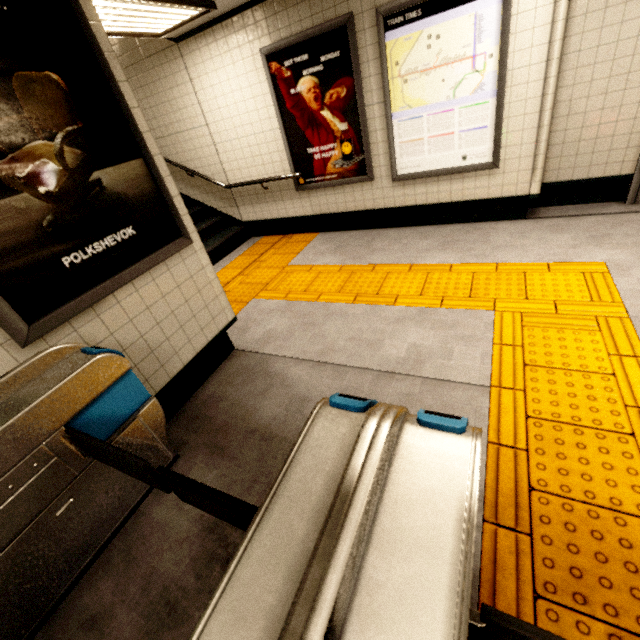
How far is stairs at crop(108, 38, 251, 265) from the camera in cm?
481

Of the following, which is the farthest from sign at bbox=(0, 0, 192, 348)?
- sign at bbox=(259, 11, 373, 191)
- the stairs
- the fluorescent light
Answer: sign at bbox=(259, 11, 373, 191)

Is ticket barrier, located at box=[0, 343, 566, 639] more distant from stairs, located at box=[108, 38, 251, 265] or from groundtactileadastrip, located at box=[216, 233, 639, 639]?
stairs, located at box=[108, 38, 251, 265]

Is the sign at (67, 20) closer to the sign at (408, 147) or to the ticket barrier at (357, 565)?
the ticket barrier at (357, 565)

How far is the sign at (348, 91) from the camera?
3.8m

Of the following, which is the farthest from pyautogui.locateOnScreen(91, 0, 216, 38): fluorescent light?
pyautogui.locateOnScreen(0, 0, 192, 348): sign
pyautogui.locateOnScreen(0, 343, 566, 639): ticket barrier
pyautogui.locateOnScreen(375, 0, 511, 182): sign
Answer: pyautogui.locateOnScreen(0, 343, 566, 639): ticket barrier

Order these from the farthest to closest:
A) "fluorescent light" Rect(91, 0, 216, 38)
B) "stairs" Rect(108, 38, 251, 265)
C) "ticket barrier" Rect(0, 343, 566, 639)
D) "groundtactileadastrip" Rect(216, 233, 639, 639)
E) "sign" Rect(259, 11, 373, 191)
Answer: "stairs" Rect(108, 38, 251, 265) → "sign" Rect(259, 11, 373, 191) → "fluorescent light" Rect(91, 0, 216, 38) → "groundtactileadastrip" Rect(216, 233, 639, 639) → "ticket barrier" Rect(0, 343, 566, 639)

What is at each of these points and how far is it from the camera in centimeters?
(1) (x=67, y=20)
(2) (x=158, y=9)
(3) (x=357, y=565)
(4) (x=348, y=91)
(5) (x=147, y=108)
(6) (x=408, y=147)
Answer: (1) sign, 174cm
(2) fluorescent light, 329cm
(3) ticket barrier, 71cm
(4) sign, 400cm
(5) stairs, 536cm
(6) sign, 410cm
